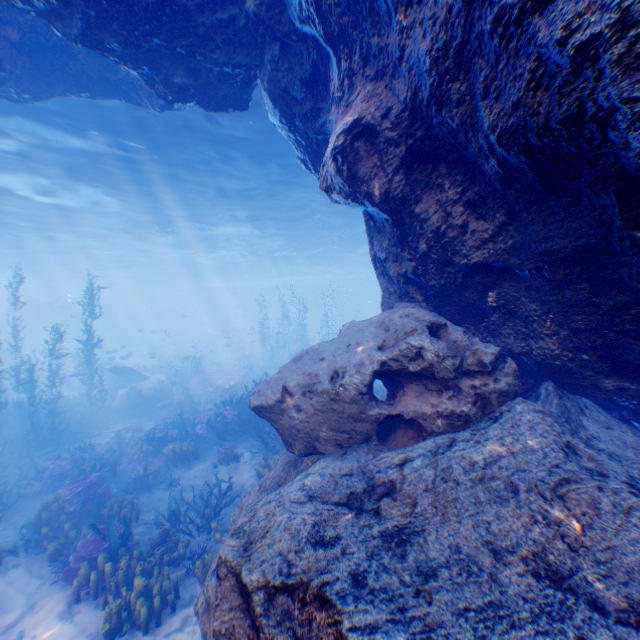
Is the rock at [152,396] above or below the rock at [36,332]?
below

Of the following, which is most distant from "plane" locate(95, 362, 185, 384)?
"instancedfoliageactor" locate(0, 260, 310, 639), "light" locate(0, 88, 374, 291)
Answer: "light" locate(0, 88, 374, 291)

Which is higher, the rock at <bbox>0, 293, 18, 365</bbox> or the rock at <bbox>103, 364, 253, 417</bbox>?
the rock at <bbox>0, 293, 18, 365</bbox>

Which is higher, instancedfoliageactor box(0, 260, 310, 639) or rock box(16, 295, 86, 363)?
rock box(16, 295, 86, 363)

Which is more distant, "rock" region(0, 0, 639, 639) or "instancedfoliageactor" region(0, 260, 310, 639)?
"instancedfoliageactor" region(0, 260, 310, 639)

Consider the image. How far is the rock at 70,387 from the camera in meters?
25.5

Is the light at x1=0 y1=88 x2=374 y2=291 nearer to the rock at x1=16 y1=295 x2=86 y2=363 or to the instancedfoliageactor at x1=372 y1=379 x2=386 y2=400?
the rock at x1=16 y1=295 x2=86 y2=363

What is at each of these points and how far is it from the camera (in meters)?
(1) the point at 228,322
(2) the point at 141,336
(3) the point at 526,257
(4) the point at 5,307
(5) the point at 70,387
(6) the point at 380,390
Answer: (1) rock, 59.94
(2) rock, 51.19
(3) rock, 3.58
(4) rock, 36.47
(5) rock, 29.91
(6) instancedfoliageactor, 14.59
